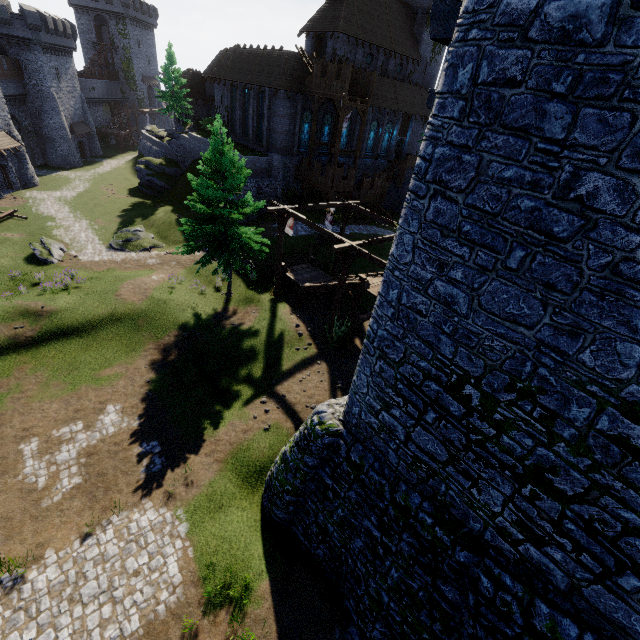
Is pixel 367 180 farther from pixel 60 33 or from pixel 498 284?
pixel 60 33

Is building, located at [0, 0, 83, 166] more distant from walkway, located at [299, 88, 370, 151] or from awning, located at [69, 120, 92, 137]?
walkway, located at [299, 88, 370, 151]

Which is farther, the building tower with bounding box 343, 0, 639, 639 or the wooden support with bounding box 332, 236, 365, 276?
the wooden support with bounding box 332, 236, 365, 276

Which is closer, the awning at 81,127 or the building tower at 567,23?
the building tower at 567,23

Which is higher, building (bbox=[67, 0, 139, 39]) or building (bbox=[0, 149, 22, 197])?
building (bbox=[67, 0, 139, 39])

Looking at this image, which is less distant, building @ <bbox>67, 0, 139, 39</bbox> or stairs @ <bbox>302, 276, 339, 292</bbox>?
stairs @ <bbox>302, 276, 339, 292</bbox>

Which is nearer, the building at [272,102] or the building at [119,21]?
the building at [272,102]

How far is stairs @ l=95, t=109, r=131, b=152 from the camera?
55.8m
